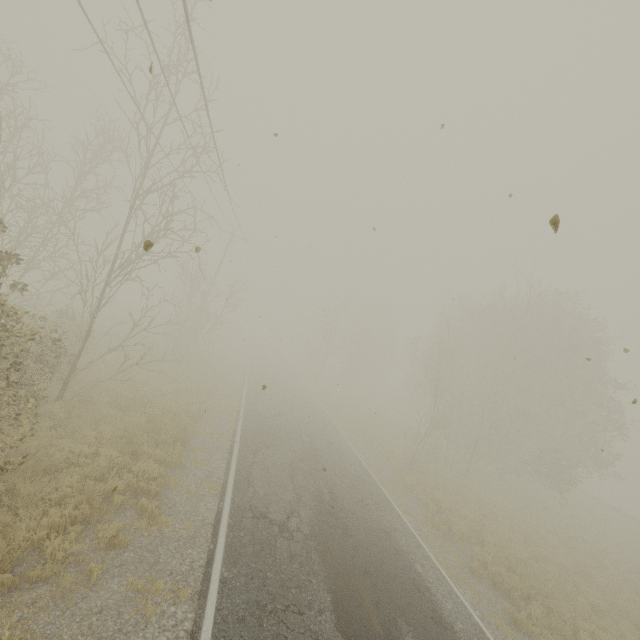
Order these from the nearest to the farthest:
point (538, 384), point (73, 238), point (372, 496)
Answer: point (73, 238), point (372, 496), point (538, 384)
